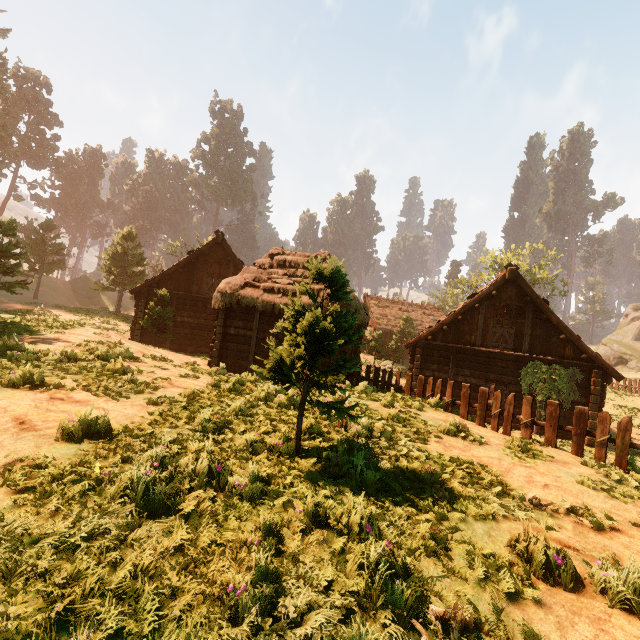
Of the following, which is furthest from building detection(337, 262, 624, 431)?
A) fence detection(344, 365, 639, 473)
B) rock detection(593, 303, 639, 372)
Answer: rock detection(593, 303, 639, 372)

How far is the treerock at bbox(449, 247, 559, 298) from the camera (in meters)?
40.19

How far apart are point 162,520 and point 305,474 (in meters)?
2.19

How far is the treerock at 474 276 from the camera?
40.19m

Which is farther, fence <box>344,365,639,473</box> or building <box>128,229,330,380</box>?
building <box>128,229,330,380</box>

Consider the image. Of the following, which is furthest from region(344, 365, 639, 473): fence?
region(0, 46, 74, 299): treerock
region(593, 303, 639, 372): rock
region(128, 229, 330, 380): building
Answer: region(593, 303, 639, 372): rock
